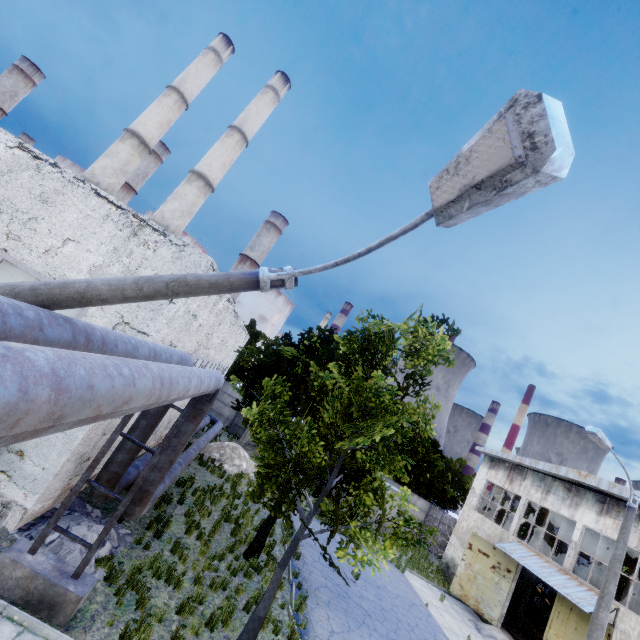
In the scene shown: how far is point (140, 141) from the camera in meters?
29.6 m

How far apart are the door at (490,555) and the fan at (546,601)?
9.9m

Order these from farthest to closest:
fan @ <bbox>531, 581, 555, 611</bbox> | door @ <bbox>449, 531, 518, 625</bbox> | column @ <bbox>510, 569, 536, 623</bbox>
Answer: fan @ <bbox>531, 581, 555, 611</bbox>, column @ <bbox>510, 569, 536, 623</bbox>, door @ <bbox>449, 531, 518, 625</bbox>

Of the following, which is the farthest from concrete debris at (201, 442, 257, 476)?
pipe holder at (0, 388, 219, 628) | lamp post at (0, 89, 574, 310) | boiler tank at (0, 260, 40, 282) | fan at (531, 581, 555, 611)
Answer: fan at (531, 581, 555, 611)

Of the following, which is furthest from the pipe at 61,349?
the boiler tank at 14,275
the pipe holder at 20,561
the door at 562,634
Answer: the door at 562,634

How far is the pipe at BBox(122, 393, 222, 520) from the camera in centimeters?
838cm

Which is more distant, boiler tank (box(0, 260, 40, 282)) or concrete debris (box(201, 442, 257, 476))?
concrete debris (box(201, 442, 257, 476))

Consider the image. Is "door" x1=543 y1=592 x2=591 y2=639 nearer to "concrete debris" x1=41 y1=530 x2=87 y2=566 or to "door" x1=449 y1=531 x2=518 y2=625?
"door" x1=449 y1=531 x2=518 y2=625
